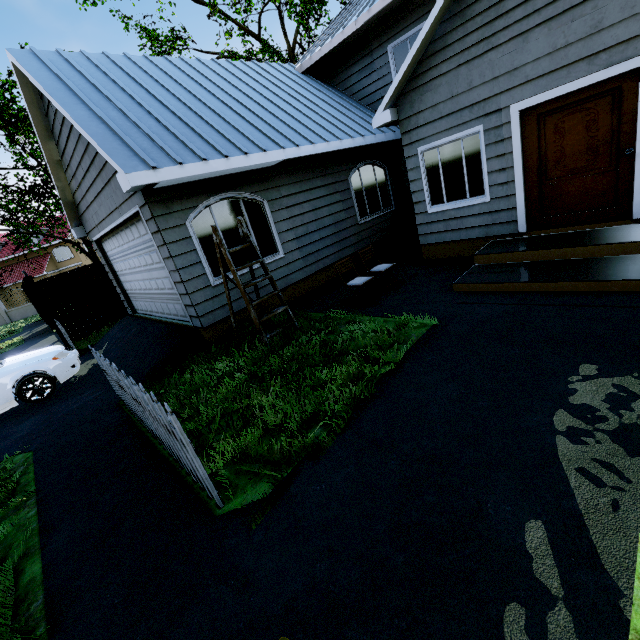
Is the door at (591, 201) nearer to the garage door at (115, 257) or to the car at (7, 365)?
the garage door at (115, 257)

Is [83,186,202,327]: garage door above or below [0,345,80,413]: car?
above

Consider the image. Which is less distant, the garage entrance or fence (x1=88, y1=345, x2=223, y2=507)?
fence (x1=88, y1=345, x2=223, y2=507)

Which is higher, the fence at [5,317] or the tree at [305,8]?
the tree at [305,8]

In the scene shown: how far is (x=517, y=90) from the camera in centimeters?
545cm

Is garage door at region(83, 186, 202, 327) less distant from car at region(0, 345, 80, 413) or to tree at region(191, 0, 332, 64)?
tree at region(191, 0, 332, 64)

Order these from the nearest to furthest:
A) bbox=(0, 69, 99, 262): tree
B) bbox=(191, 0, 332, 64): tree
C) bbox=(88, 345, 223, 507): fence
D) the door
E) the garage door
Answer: bbox=(88, 345, 223, 507): fence → the door → the garage door → bbox=(0, 69, 99, 262): tree → bbox=(191, 0, 332, 64): tree

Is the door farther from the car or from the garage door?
the car
